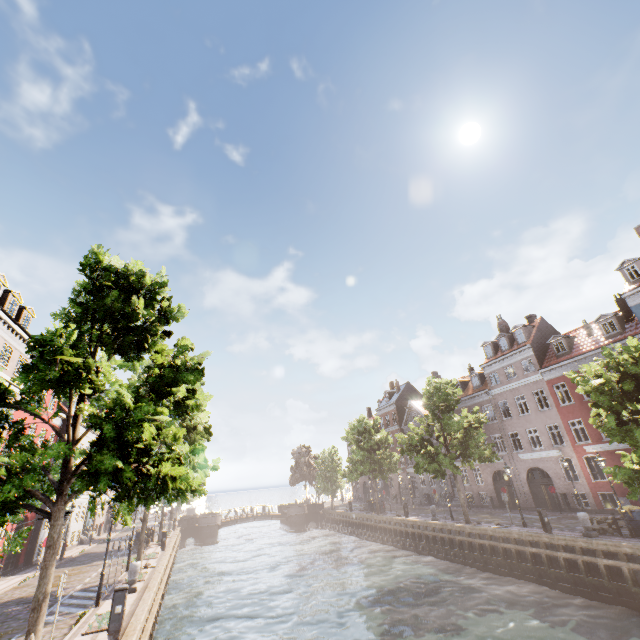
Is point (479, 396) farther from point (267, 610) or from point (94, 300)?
point (94, 300)

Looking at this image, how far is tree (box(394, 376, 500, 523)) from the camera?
24.17m

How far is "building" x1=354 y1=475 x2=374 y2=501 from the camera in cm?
5450

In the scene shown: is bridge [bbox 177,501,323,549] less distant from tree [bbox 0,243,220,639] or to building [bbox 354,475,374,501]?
tree [bbox 0,243,220,639]

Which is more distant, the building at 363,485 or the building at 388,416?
the building at 363,485

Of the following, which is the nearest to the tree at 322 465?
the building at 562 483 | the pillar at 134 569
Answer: the pillar at 134 569

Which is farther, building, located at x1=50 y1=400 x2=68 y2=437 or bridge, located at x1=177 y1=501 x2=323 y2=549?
bridge, located at x1=177 y1=501 x2=323 y2=549

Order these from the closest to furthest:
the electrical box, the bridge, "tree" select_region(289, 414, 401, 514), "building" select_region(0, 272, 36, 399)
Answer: the electrical box, "building" select_region(0, 272, 36, 399), "tree" select_region(289, 414, 401, 514), the bridge
